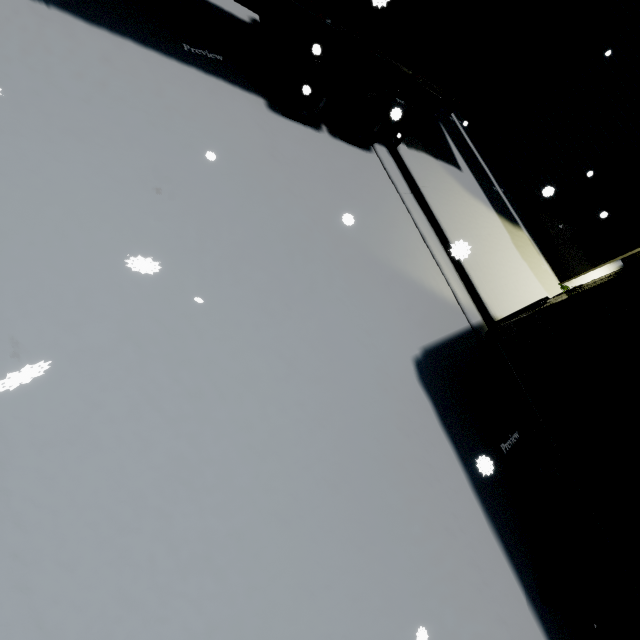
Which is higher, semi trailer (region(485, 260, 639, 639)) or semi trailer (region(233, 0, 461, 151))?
semi trailer (region(485, 260, 639, 639))

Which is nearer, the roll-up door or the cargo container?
the cargo container

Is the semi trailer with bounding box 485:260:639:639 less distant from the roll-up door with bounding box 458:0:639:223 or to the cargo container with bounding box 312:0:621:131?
the cargo container with bounding box 312:0:621:131

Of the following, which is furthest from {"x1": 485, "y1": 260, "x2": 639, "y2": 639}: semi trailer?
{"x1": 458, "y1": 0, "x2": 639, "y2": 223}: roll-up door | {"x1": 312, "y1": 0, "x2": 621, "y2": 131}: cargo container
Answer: {"x1": 458, "y1": 0, "x2": 639, "y2": 223}: roll-up door

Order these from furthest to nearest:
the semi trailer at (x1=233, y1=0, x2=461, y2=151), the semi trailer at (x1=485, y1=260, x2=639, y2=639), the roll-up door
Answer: the roll-up door → the semi trailer at (x1=233, y1=0, x2=461, y2=151) → the semi trailer at (x1=485, y1=260, x2=639, y2=639)

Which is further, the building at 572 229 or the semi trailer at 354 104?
the building at 572 229

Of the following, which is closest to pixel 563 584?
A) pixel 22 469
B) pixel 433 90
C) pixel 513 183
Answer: pixel 22 469

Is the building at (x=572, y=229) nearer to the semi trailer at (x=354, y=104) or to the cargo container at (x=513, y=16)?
the semi trailer at (x=354, y=104)
